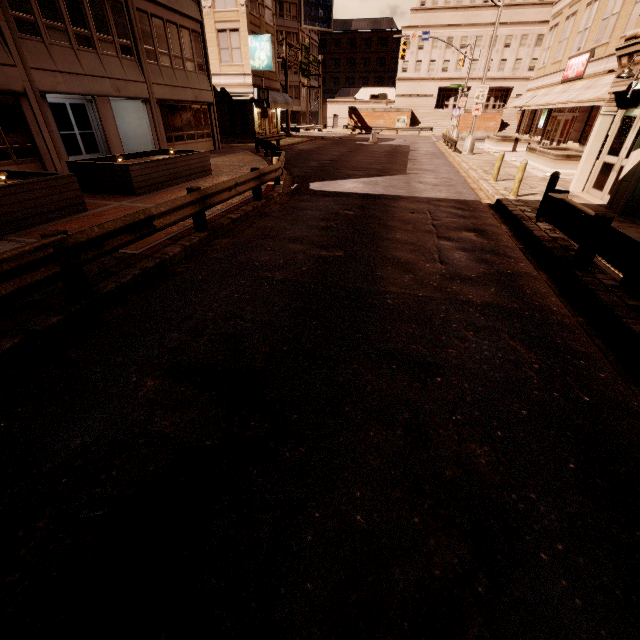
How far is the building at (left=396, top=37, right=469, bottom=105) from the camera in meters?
55.8

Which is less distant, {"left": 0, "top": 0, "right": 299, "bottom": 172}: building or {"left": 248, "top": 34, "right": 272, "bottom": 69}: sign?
{"left": 0, "top": 0, "right": 299, "bottom": 172}: building

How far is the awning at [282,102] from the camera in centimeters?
2951cm

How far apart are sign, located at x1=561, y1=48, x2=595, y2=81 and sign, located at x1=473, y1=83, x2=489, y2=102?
4.9 meters

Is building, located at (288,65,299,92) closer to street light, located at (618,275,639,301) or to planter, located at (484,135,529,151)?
planter, located at (484,135,529,151)

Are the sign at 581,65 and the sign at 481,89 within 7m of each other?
yes

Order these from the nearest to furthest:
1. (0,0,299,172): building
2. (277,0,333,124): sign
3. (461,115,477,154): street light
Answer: (0,0,299,172): building → (461,115,477,154): street light → (277,0,333,124): sign

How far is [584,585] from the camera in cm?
212
